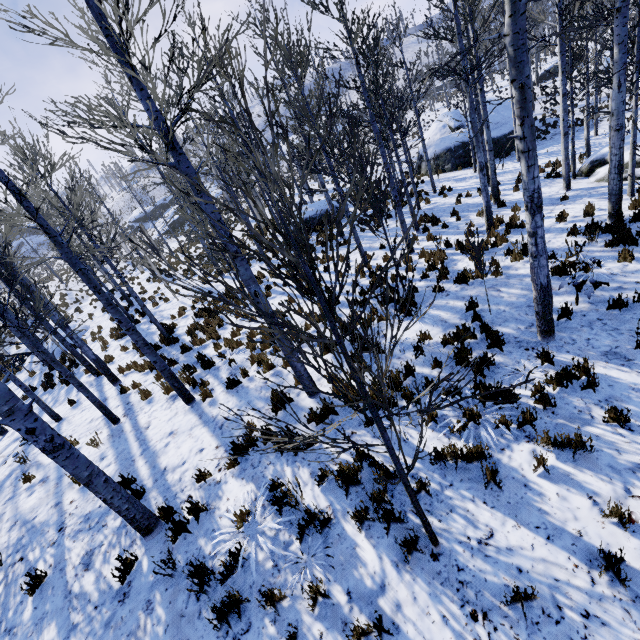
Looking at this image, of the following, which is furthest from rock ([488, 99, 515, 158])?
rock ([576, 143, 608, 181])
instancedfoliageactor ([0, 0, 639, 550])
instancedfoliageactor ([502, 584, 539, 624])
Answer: instancedfoliageactor ([502, 584, 539, 624])

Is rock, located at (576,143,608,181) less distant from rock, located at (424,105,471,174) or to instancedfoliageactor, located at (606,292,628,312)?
instancedfoliageactor, located at (606,292,628,312)

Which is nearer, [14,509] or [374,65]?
[14,509]

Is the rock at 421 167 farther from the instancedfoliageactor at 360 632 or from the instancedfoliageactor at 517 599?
the instancedfoliageactor at 517 599

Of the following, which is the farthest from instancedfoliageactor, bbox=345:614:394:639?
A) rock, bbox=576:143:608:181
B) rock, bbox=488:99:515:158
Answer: rock, bbox=488:99:515:158

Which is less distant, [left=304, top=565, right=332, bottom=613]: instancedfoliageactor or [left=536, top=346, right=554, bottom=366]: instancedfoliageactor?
[left=304, top=565, right=332, bottom=613]: instancedfoliageactor

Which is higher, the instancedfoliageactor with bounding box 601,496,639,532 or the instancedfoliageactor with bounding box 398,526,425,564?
the instancedfoliageactor with bounding box 398,526,425,564

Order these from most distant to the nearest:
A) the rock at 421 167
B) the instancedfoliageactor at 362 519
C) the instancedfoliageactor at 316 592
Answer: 1. the rock at 421 167
2. the instancedfoliageactor at 362 519
3. the instancedfoliageactor at 316 592
